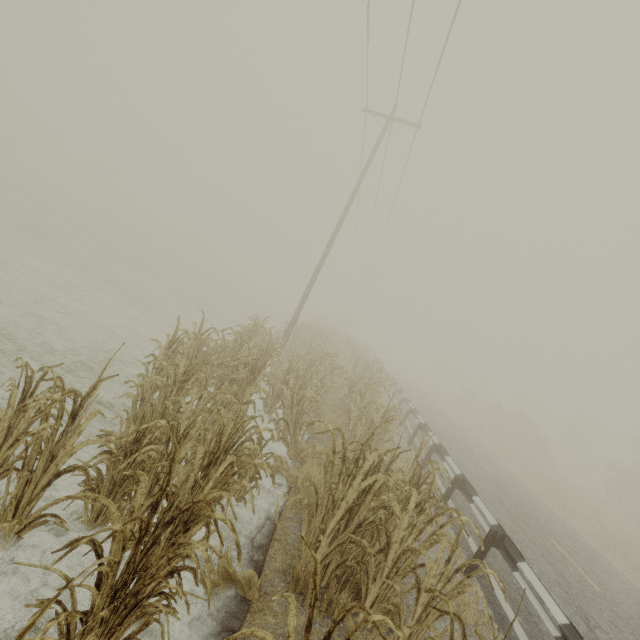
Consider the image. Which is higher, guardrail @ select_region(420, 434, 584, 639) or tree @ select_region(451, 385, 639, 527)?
tree @ select_region(451, 385, 639, 527)

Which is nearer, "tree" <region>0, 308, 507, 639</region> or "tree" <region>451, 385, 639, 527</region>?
"tree" <region>0, 308, 507, 639</region>

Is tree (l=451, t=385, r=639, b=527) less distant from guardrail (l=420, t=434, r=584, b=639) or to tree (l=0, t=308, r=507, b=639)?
guardrail (l=420, t=434, r=584, b=639)

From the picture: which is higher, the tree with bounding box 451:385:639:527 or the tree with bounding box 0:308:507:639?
the tree with bounding box 451:385:639:527

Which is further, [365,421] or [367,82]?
[367,82]

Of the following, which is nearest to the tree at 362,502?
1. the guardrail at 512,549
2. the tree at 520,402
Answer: Answer: the guardrail at 512,549

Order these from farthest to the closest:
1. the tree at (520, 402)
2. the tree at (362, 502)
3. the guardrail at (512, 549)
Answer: the tree at (520, 402), the guardrail at (512, 549), the tree at (362, 502)

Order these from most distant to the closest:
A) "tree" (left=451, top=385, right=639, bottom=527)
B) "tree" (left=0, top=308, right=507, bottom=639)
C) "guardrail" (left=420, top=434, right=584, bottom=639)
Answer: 1. "tree" (left=451, top=385, right=639, bottom=527)
2. "guardrail" (left=420, top=434, right=584, bottom=639)
3. "tree" (left=0, top=308, right=507, bottom=639)
